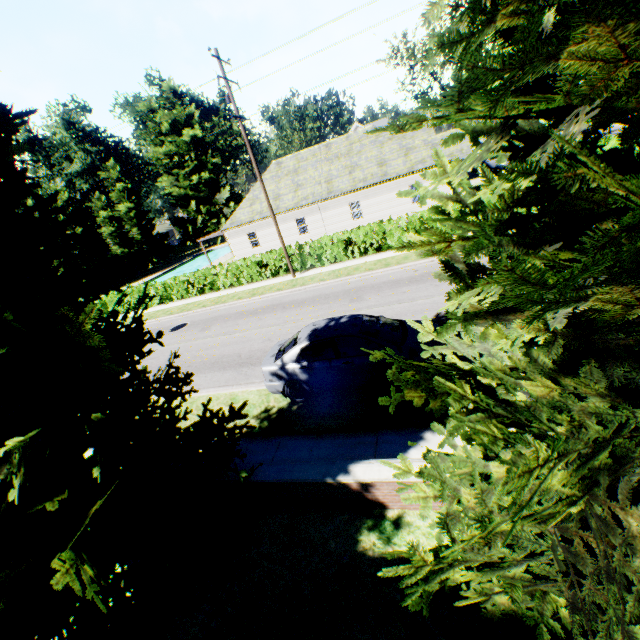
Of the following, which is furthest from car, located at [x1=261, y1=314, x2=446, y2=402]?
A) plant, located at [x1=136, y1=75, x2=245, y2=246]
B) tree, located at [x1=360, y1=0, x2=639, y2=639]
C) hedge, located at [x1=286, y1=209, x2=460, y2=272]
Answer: plant, located at [x1=136, y1=75, x2=245, y2=246]

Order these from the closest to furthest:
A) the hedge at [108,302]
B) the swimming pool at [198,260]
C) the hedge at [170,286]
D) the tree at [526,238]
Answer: the tree at [526,238]
the hedge at [170,286]
the hedge at [108,302]
the swimming pool at [198,260]

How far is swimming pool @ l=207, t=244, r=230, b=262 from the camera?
52.2m

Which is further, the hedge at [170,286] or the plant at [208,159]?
the plant at [208,159]

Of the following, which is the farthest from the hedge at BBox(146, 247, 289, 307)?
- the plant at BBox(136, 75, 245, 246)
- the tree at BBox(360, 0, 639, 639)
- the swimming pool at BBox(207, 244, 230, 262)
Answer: the swimming pool at BBox(207, 244, 230, 262)

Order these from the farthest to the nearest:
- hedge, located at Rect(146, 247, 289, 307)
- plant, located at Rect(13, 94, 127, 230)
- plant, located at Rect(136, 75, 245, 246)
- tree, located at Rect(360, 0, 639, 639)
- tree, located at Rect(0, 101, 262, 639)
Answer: plant, located at Rect(136, 75, 245, 246)
plant, located at Rect(13, 94, 127, 230)
hedge, located at Rect(146, 247, 289, 307)
tree, located at Rect(0, 101, 262, 639)
tree, located at Rect(360, 0, 639, 639)

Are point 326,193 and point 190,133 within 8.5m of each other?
no

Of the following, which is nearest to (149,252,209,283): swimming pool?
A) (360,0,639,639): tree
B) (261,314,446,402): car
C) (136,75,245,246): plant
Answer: (136,75,245,246): plant
